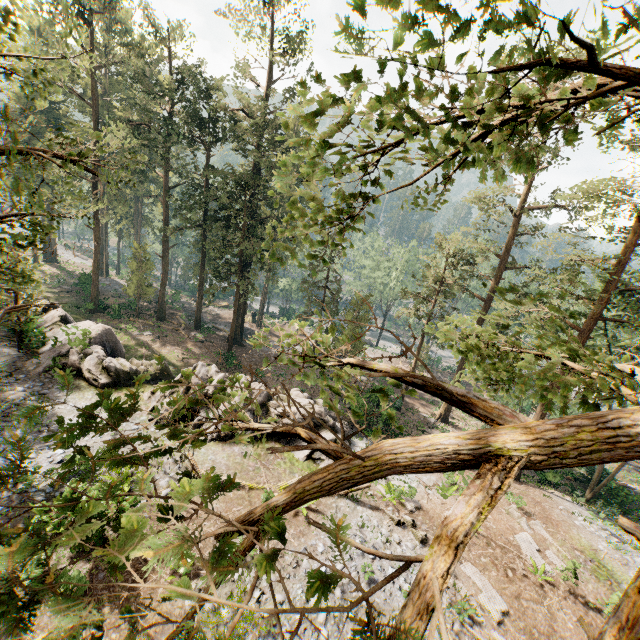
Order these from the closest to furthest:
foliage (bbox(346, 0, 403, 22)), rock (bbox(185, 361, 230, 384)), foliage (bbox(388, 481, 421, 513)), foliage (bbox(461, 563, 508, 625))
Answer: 1. foliage (bbox(346, 0, 403, 22))
2. foliage (bbox(461, 563, 508, 625))
3. foliage (bbox(388, 481, 421, 513))
4. rock (bbox(185, 361, 230, 384))

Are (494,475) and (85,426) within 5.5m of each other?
yes

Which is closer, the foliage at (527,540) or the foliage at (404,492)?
the foliage at (527,540)

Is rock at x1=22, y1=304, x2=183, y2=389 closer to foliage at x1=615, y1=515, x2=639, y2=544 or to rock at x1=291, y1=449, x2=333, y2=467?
rock at x1=291, y1=449, x2=333, y2=467

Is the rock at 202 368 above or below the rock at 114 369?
above

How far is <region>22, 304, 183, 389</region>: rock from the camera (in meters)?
19.22

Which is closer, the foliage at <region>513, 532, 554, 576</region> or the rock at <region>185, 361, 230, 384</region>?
the foliage at <region>513, 532, 554, 576</region>
